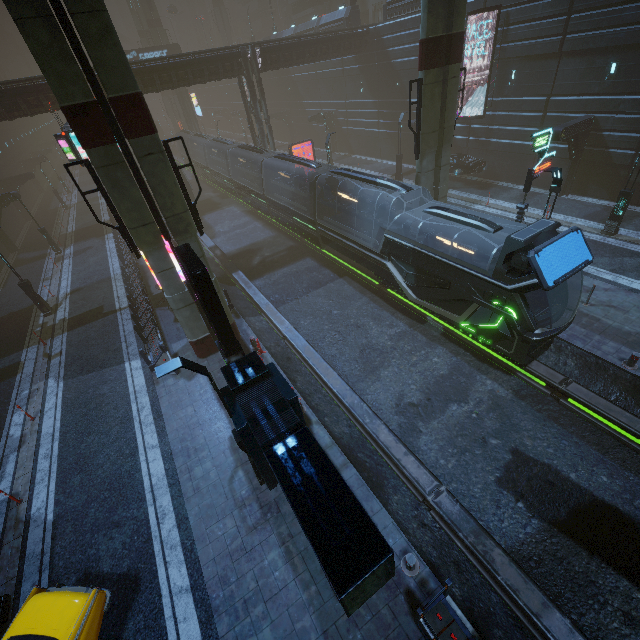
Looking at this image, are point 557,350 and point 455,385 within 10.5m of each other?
yes

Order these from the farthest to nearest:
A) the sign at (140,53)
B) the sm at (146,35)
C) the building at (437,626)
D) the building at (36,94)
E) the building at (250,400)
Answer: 1. the sm at (146,35)
2. the sign at (140,53)
3. the building at (36,94)
4. the building at (437,626)
5. the building at (250,400)

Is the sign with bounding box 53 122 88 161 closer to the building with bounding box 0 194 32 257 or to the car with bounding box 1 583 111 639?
the building with bounding box 0 194 32 257

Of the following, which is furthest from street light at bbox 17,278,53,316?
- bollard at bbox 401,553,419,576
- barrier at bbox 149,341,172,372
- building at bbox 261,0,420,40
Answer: bollard at bbox 401,553,419,576

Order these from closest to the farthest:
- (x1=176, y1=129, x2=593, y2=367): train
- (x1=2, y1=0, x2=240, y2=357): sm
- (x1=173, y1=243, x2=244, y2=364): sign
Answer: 1. (x1=2, y1=0, x2=240, y2=357): sm
2. (x1=173, y1=243, x2=244, y2=364): sign
3. (x1=176, y1=129, x2=593, y2=367): train

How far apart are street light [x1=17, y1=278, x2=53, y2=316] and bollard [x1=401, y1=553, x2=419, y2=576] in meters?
23.9

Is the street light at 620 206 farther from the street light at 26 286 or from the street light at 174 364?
the street light at 26 286

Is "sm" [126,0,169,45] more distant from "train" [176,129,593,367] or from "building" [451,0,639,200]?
"train" [176,129,593,367]
